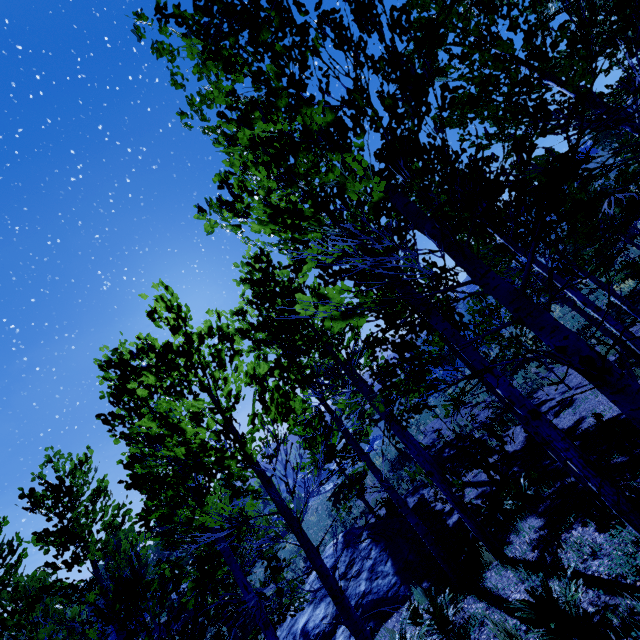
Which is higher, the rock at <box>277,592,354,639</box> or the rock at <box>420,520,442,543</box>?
the rock at <box>277,592,354,639</box>

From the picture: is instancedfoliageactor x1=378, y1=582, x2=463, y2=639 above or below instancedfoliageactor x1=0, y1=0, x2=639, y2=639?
below

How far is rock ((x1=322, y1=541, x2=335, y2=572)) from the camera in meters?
11.7

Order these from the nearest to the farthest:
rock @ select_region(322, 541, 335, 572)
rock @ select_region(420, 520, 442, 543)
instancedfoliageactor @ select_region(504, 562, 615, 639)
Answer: instancedfoliageactor @ select_region(504, 562, 615, 639) < rock @ select_region(420, 520, 442, 543) < rock @ select_region(322, 541, 335, 572)

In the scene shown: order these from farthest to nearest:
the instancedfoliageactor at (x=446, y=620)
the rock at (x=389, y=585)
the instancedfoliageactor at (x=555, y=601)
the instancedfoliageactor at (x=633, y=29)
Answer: the rock at (x=389, y=585) → the instancedfoliageactor at (x=446, y=620) → the instancedfoliageactor at (x=555, y=601) → the instancedfoliageactor at (x=633, y=29)

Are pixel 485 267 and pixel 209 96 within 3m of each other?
yes

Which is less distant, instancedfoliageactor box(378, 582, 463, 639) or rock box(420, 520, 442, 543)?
instancedfoliageactor box(378, 582, 463, 639)

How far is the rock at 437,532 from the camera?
10.19m
